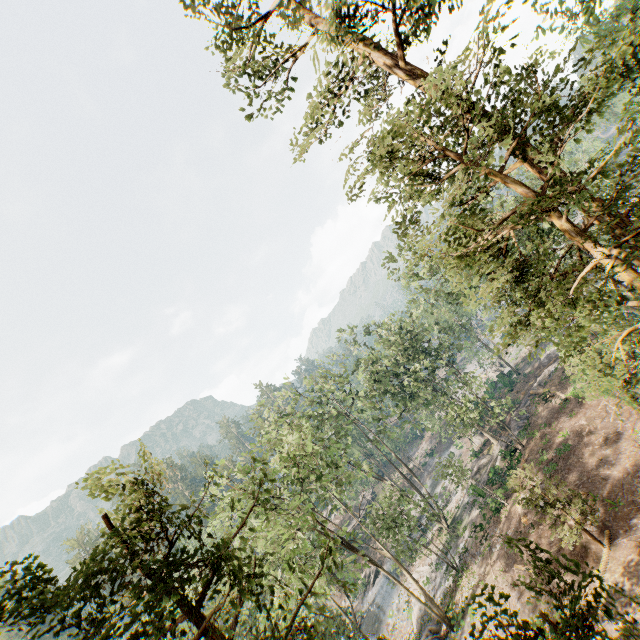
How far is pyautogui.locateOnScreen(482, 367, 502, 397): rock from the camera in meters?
46.4 m

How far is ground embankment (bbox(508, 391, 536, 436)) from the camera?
33.5m

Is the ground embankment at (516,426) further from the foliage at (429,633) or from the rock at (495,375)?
the rock at (495,375)

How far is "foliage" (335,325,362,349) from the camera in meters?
45.7

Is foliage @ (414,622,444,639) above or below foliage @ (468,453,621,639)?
below

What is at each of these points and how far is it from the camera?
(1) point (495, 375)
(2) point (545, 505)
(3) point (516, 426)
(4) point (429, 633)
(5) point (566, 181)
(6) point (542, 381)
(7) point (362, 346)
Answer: (1) rock, 54.2m
(2) foliage, 18.2m
(3) ground embankment, 34.3m
(4) foliage, 25.0m
(5) foliage, 7.2m
(6) ground embankment, 36.9m
(7) foliage, 47.4m

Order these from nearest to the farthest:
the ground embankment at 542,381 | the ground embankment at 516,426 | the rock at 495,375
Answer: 1. the ground embankment at 516,426
2. the ground embankment at 542,381
3. the rock at 495,375

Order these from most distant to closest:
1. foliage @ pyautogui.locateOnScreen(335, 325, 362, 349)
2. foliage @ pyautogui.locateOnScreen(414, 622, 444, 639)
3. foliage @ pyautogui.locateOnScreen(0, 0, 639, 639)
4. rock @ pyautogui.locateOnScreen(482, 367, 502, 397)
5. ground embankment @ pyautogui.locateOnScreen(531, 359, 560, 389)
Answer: rock @ pyautogui.locateOnScreen(482, 367, 502, 397) < foliage @ pyautogui.locateOnScreen(335, 325, 362, 349) < ground embankment @ pyautogui.locateOnScreen(531, 359, 560, 389) < foliage @ pyautogui.locateOnScreen(414, 622, 444, 639) < foliage @ pyautogui.locateOnScreen(0, 0, 639, 639)
